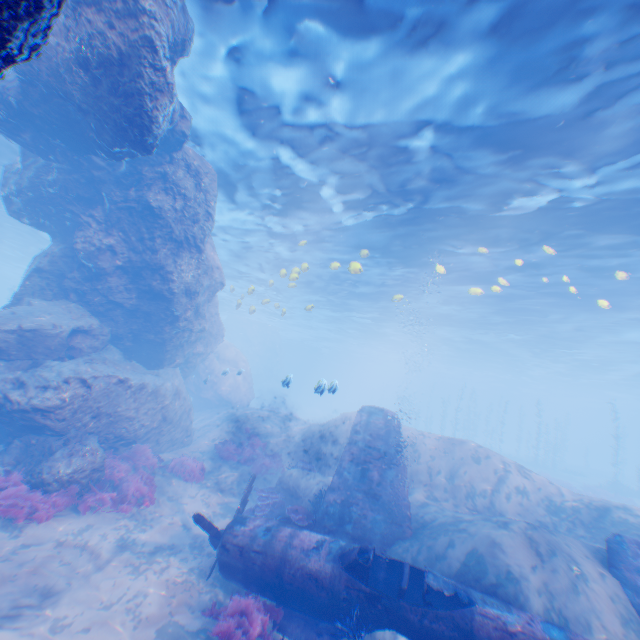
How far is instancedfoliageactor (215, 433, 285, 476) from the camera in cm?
1403

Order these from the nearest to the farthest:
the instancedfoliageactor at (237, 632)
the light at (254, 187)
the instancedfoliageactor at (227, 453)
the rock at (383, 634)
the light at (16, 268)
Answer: the rock at (383, 634)
the instancedfoliageactor at (237, 632)
the light at (254, 187)
the instancedfoliageactor at (227, 453)
the light at (16, 268)

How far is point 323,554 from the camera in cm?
702

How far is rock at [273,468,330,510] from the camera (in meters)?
10.92

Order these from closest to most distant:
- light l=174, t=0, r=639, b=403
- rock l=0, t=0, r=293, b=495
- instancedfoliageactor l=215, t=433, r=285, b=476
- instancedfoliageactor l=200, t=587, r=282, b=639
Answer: instancedfoliageactor l=200, t=587, r=282, b=639 < rock l=0, t=0, r=293, b=495 < light l=174, t=0, r=639, b=403 < instancedfoliageactor l=215, t=433, r=285, b=476

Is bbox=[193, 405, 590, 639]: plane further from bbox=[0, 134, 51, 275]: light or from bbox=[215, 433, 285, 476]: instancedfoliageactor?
bbox=[215, 433, 285, 476]: instancedfoliageactor

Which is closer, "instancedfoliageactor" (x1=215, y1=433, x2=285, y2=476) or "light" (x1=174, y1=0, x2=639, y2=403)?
"light" (x1=174, y1=0, x2=639, y2=403)

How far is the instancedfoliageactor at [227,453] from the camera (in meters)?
14.03
